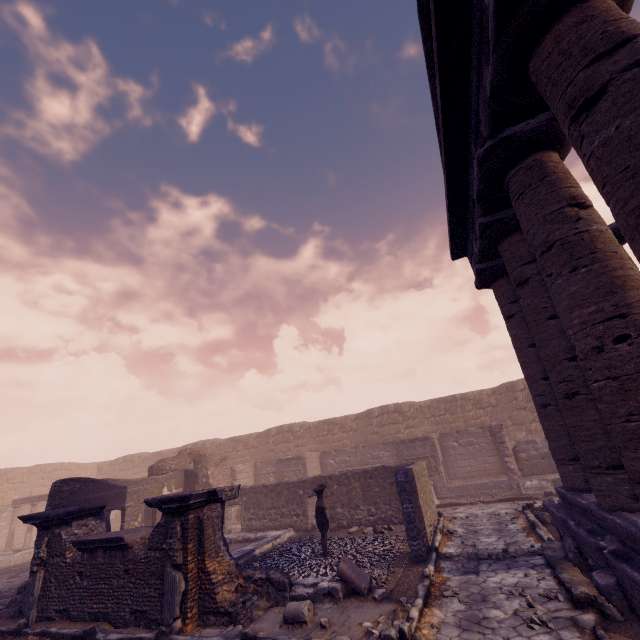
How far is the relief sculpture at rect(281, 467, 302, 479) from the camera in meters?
17.5

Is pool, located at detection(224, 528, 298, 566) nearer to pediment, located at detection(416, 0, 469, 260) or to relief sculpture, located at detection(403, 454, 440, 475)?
relief sculpture, located at detection(403, 454, 440, 475)

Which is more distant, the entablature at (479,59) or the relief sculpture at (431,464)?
the relief sculpture at (431,464)

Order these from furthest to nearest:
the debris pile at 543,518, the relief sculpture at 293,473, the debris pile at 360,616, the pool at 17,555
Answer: the relief sculpture at 293,473
the pool at 17,555
the debris pile at 543,518
the debris pile at 360,616

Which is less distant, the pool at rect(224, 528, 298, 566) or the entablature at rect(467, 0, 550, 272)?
the entablature at rect(467, 0, 550, 272)

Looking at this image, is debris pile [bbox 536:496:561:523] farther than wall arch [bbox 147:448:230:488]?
No

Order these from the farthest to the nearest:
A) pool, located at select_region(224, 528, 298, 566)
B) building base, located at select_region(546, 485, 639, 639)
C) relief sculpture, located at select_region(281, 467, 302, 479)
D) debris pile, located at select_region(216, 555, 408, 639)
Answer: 1. relief sculpture, located at select_region(281, 467, 302, 479)
2. pool, located at select_region(224, 528, 298, 566)
3. debris pile, located at select_region(216, 555, 408, 639)
4. building base, located at select_region(546, 485, 639, 639)

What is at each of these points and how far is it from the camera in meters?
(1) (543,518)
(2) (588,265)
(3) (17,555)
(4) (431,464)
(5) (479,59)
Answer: (1) debris pile, 8.9
(2) column, 4.0
(3) pool, 14.6
(4) relief sculpture, 15.2
(5) entablature, 4.4
